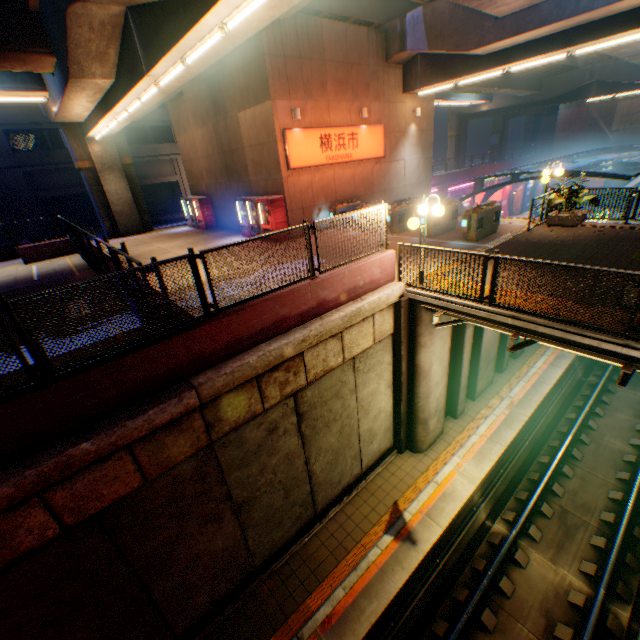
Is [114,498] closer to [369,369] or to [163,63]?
[369,369]

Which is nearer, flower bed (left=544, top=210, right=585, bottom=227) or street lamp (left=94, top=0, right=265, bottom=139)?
street lamp (left=94, top=0, right=265, bottom=139)

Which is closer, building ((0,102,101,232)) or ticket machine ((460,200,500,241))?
ticket machine ((460,200,500,241))

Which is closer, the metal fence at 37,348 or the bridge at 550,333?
the metal fence at 37,348

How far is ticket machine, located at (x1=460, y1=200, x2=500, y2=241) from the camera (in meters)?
11.56

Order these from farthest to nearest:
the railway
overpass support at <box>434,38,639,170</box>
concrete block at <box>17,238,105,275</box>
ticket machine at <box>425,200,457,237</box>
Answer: overpass support at <box>434,38,639,170</box> → concrete block at <box>17,238,105,275</box> → ticket machine at <box>425,200,457,237</box> → the railway

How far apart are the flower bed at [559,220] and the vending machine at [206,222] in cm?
1868

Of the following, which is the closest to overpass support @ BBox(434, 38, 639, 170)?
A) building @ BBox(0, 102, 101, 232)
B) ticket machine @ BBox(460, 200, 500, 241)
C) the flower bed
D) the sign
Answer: the sign
